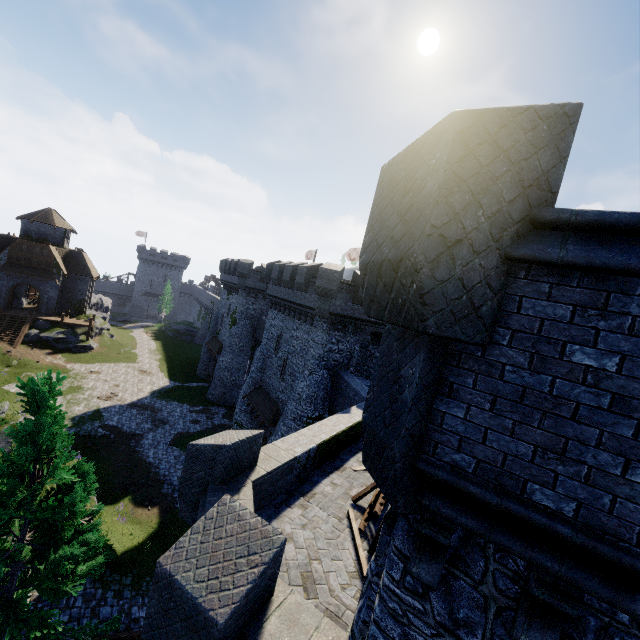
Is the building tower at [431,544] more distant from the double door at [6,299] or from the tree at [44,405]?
the double door at [6,299]

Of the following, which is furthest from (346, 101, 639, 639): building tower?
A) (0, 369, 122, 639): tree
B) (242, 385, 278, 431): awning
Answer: (242, 385, 278, 431): awning

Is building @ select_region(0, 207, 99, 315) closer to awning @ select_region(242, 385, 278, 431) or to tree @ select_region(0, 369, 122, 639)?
awning @ select_region(242, 385, 278, 431)

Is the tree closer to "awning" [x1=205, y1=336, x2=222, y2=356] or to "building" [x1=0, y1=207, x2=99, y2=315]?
"awning" [x1=205, y1=336, x2=222, y2=356]

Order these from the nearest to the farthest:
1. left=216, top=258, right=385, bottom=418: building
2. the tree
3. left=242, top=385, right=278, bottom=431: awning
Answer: the tree < left=216, top=258, right=385, bottom=418: building < left=242, top=385, right=278, bottom=431: awning

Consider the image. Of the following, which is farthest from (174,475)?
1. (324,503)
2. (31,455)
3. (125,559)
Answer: (324,503)

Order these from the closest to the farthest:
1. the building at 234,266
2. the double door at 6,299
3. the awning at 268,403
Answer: the building at 234,266, the awning at 268,403, the double door at 6,299

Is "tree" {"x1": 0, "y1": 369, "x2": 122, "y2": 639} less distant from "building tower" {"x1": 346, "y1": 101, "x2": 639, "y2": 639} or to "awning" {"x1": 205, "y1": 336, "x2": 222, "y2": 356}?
"building tower" {"x1": 346, "y1": 101, "x2": 639, "y2": 639}
